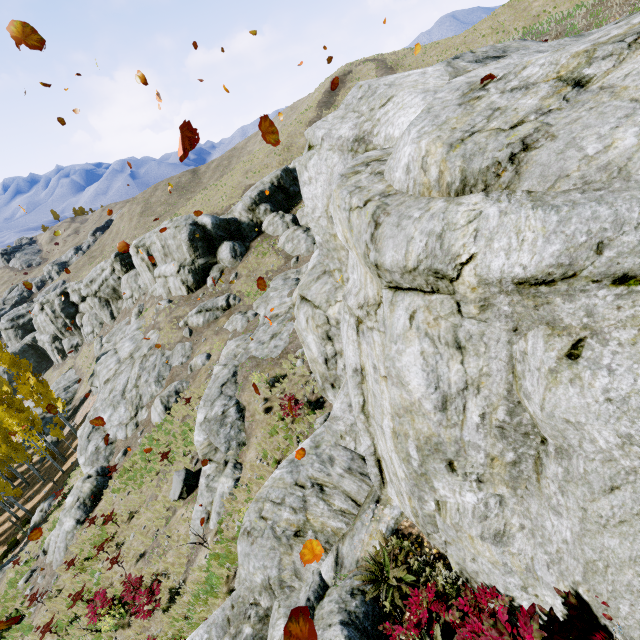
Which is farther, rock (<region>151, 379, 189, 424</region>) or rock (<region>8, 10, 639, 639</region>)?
rock (<region>151, 379, 189, 424</region>)

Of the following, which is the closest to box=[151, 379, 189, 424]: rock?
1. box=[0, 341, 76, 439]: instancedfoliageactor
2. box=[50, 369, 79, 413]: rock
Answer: box=[0, 341, 76, 439]: instancedfoliageactor

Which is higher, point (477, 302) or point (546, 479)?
point (477, 302)

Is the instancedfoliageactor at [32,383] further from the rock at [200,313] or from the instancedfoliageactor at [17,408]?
the rock at [200,313]

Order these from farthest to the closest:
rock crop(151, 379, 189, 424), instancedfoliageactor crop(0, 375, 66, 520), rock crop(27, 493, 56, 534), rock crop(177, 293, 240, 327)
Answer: instancedfoliageactor crop(0, 375, 66, 520) → rock crop(177, 293, 240, 327) → rock crop(27, 493, 56, 534) → rock crop(151, 379, 189, 424)

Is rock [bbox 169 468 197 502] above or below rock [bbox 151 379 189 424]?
above

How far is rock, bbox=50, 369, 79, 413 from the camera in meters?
46.3

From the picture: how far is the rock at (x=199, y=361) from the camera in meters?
23.7
